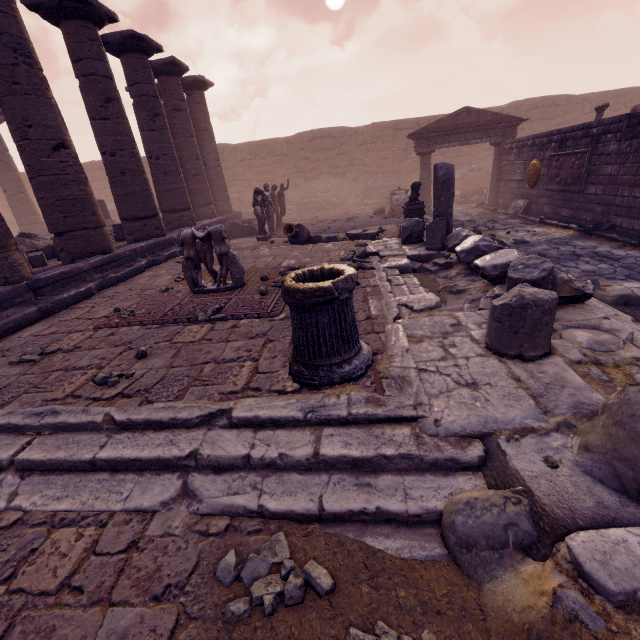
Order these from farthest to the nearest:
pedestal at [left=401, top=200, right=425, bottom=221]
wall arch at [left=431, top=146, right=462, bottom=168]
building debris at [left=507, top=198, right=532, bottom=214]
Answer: wall arch at [left=431, top=146, right=462, bottom=168] < building debris at [left=507, top=198, right=532, bottom=214] < pedestal at [left=401, top=200, right=425, bottom=221]

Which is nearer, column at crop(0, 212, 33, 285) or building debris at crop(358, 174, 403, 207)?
column at crop(0, 212, 33, 285)

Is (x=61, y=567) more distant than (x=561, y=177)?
No

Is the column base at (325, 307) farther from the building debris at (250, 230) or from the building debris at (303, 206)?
the building debris at (303, 206)

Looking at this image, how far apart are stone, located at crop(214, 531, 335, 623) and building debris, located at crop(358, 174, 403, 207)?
21.1m

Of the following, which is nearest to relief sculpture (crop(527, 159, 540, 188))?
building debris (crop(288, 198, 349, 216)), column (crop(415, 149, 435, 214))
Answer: column (crop(415, 149, 435, 214))

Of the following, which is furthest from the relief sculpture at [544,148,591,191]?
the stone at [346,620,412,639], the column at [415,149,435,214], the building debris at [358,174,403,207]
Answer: the stone at [346,620,412,639]

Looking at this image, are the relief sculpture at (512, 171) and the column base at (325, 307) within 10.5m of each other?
no
